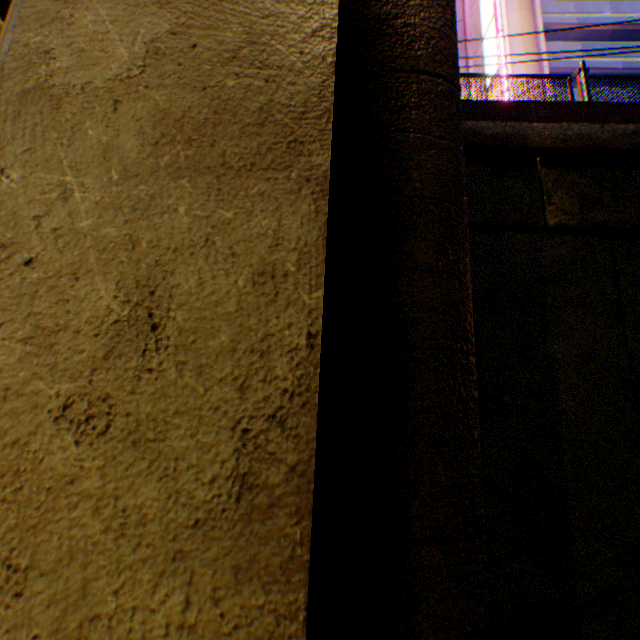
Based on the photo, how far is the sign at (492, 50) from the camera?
16.0m

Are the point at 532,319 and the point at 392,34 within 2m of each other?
no

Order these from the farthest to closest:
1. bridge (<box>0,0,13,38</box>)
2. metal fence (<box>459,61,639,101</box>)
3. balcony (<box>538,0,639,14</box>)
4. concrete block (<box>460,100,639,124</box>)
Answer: balcony (<box>538,0,639,14</box>) → metal fence (<box>459,61,639,101</box>) → concrete block (<box>460,100,639,124</box>) → bridge (<box>0,0,13,38</box>)

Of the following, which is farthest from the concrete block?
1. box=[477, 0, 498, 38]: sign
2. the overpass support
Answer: box=[477, 0, 498, 38]: sign

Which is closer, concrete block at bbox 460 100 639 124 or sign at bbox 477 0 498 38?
concrete block at bbox 460 100 639 124

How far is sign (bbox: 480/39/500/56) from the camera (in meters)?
15.99

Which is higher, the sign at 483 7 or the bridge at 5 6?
the sign at 483 7

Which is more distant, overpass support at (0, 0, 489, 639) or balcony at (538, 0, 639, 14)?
balcony at (538, 0, 639, 14)
